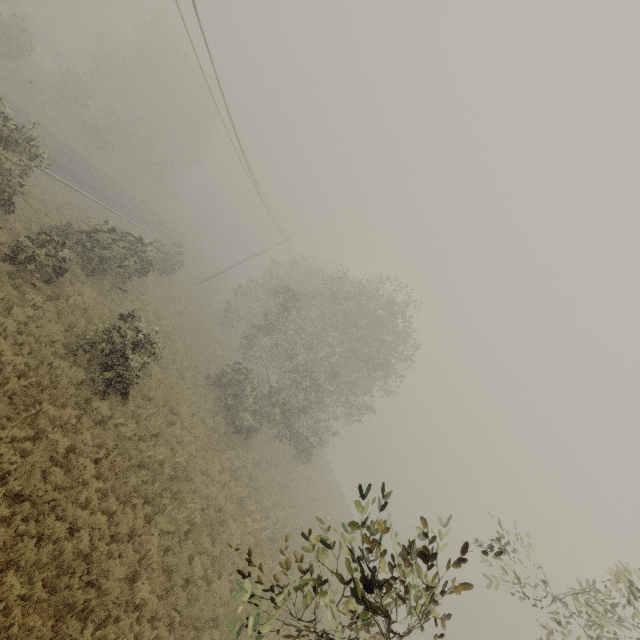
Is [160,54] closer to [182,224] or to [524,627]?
[182,224]
